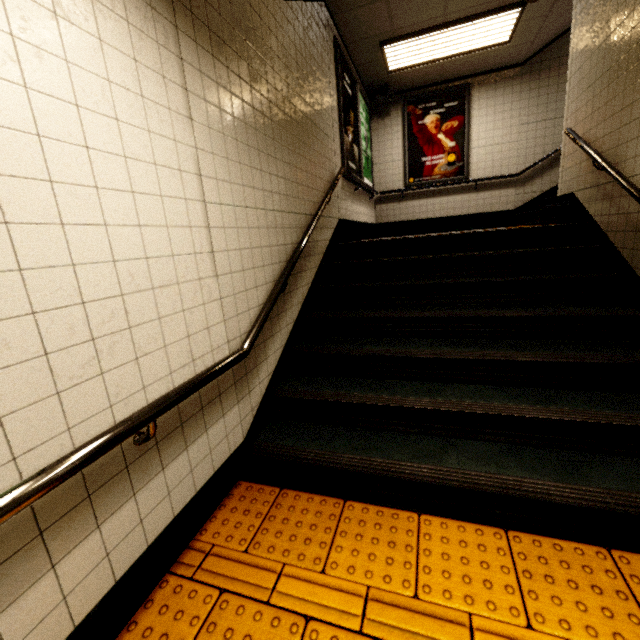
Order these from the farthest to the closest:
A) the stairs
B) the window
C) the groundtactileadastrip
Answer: the window
the stairs
the groundtactileadastrip

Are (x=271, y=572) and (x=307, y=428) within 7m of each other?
yes

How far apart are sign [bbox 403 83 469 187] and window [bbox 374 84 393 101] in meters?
0.4

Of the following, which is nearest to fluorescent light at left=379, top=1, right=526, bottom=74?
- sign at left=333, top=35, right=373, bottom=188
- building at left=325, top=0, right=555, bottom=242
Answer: building at left=325, top=0, right=555, bottom=242

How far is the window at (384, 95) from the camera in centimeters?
638cm

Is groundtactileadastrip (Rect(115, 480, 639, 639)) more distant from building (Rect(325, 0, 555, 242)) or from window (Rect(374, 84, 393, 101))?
window (Rect(374, 84, 393, 101))

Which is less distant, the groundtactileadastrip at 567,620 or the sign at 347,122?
the groundtactileadastrip at 567,620

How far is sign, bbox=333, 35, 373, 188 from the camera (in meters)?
4.58
